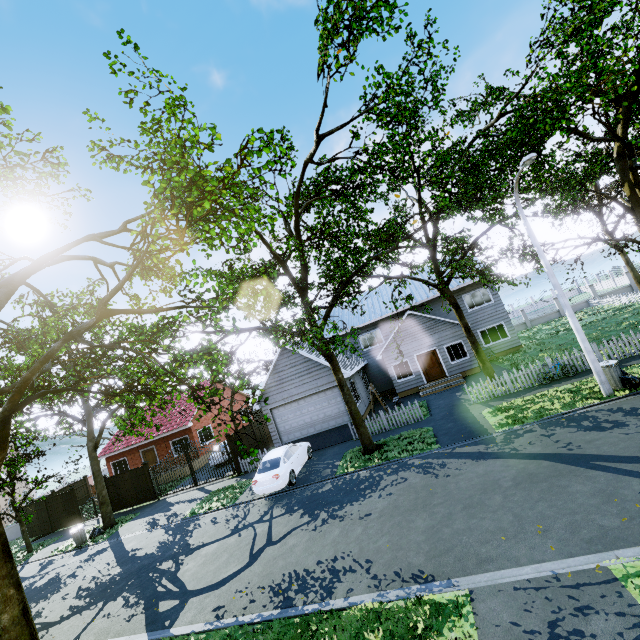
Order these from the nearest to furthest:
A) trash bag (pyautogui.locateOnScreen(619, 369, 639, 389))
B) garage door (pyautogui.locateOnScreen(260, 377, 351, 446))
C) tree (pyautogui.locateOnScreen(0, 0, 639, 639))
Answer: tree (pyautogui.locateOnScreen(0, 0, 639, 639)) → trash bag (pyautogui.locateOnScreen(619, 369, 639, 389)) → garage door (pyautogui.locateOnScreen(260, 377, 351, 446))

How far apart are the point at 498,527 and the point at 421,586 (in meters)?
2.23

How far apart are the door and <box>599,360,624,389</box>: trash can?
11.1 meters

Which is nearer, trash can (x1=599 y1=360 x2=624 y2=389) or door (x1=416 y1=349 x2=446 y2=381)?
trash can (x1=599 y1=360 x2=624 y2=389)

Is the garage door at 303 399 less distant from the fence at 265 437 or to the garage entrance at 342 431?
the garage entrance at 342 431

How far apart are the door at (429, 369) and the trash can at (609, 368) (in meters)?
11.07

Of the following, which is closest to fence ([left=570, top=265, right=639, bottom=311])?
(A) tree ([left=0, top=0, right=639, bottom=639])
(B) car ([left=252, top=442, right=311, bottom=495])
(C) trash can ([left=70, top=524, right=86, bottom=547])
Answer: (A) tree ([left=0, top=0, right=639, bottom=639])

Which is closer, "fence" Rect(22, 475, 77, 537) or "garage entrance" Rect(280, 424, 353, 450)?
"garage entrance" Rect(280, 424, 353, 450)
